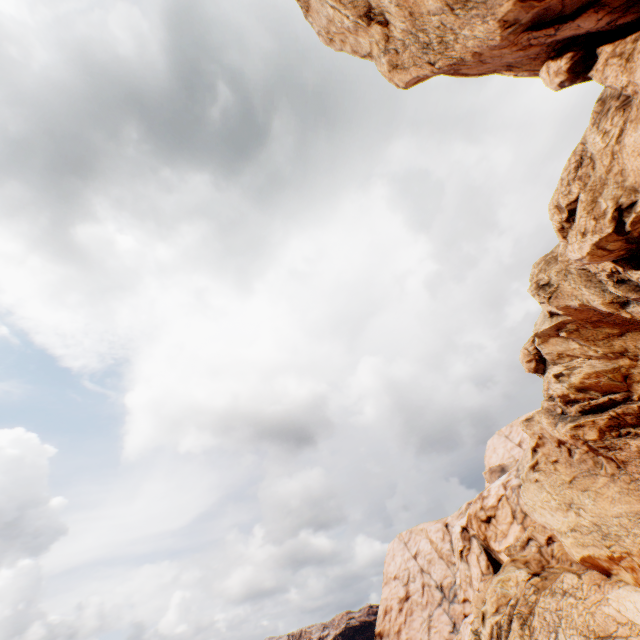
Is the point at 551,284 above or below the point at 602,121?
above
